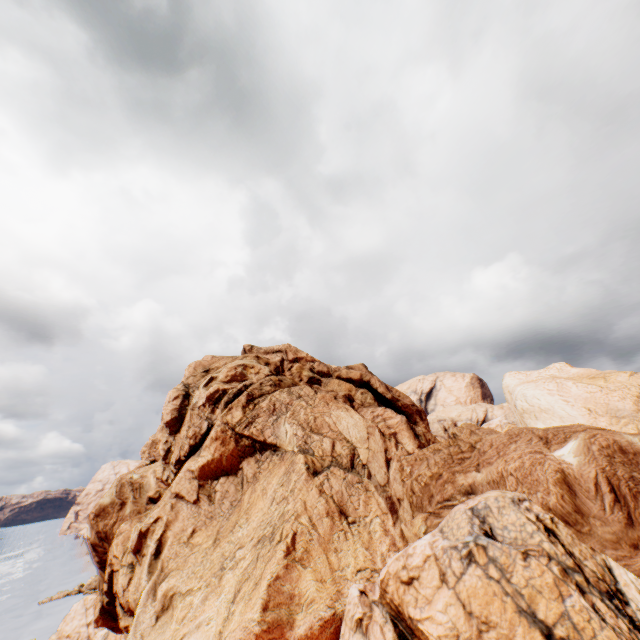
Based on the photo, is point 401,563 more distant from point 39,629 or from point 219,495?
point 39,629
